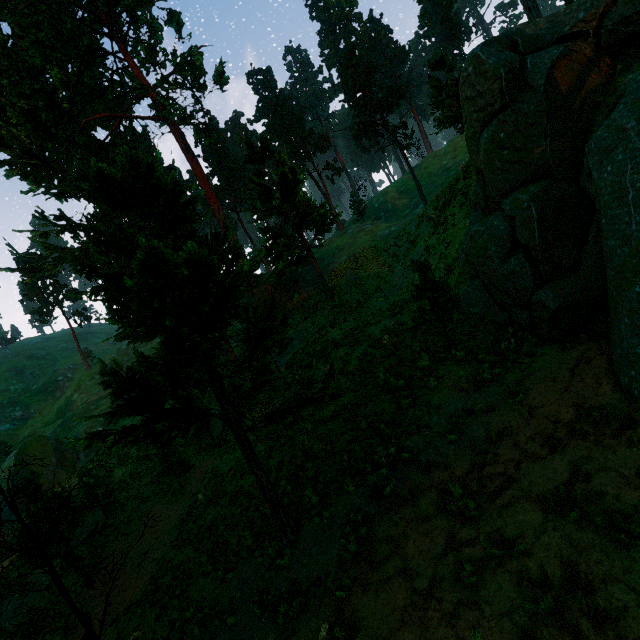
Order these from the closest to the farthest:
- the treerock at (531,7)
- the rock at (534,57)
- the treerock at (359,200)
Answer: the rock at (534,57) → the treerock at (531,7) → the treerock at (359,200)

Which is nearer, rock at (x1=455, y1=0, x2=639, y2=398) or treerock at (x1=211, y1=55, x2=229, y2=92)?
rock at (x1=455, y1=0, x2=639, y2=398)

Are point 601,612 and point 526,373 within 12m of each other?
yes

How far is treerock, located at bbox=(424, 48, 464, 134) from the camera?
24.50m

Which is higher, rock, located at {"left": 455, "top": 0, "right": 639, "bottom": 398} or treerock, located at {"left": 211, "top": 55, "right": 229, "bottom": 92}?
treerock, located at {"left": 211, "top": 55, "right": 229, "bottom": 92}

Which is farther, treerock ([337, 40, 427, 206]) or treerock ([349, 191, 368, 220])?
treerock ([349, 191, 368, 220])

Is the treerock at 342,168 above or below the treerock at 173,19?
below
